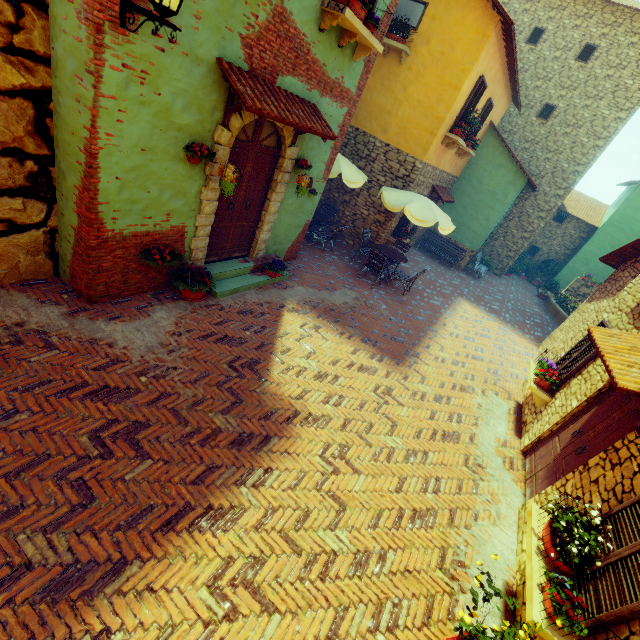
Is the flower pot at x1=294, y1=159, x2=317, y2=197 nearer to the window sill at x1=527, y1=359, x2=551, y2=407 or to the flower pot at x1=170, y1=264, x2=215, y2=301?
the flower pot at x1=170, y1=264, x2=215, y2=301

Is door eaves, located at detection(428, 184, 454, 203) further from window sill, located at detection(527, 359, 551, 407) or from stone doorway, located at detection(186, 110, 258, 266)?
stone doorway, located at detection(186, 110, 258, 266)

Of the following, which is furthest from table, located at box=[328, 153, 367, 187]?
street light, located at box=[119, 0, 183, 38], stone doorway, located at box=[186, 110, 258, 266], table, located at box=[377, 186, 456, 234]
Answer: street light, located at box=[119, 0, 183, 38]

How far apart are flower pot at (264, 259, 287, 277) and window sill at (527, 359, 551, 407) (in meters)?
6.12

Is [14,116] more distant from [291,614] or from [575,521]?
[575,521]

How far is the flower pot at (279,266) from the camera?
7.5m

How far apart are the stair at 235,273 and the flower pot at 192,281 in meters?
0.0

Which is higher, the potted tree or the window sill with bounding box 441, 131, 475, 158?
the window sill with bounding box 441, 131, 475, 158
